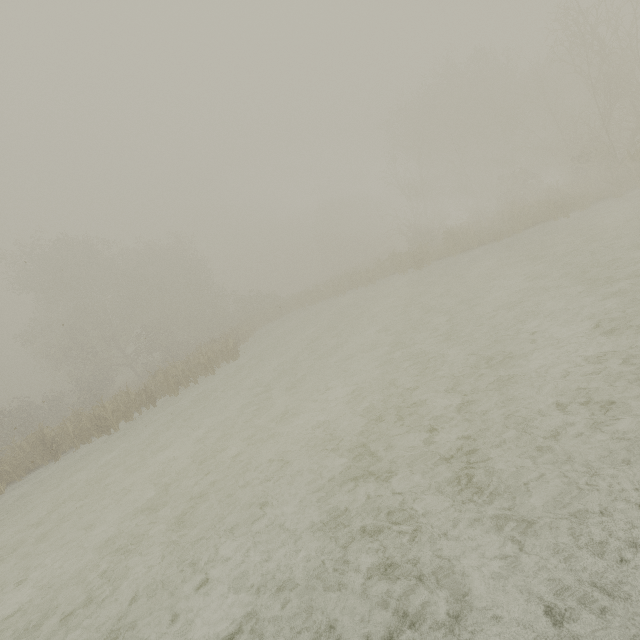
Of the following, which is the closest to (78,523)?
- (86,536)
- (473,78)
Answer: (86,536)
